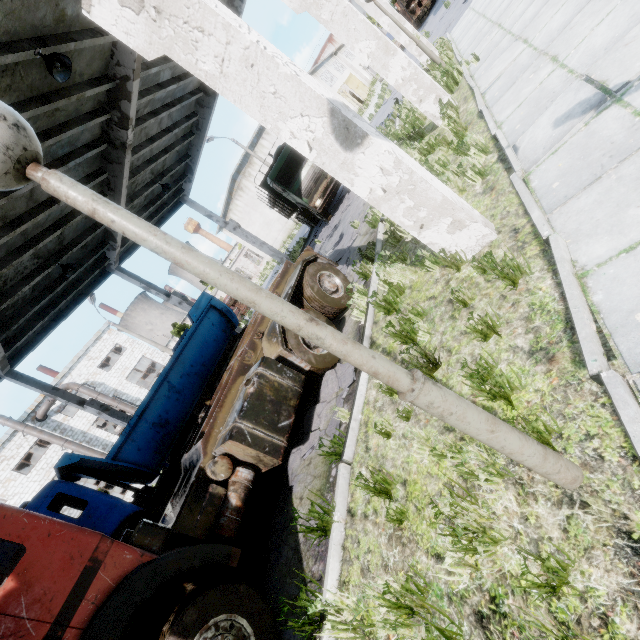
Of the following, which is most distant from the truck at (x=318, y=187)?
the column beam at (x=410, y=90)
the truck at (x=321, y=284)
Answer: the truck at (x=321, y=284)

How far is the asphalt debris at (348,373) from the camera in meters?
5.2 m

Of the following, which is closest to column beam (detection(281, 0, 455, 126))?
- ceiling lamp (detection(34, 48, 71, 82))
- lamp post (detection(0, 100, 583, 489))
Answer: ceiling lamp (detection(34, 48, 71, 82))

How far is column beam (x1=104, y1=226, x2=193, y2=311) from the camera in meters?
13.7

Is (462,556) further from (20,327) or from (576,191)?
(20,327)

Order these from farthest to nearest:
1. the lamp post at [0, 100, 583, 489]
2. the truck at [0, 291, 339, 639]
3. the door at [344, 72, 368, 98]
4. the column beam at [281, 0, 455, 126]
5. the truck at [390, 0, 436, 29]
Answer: the door at [344, 72, 368, 98], the truck at [390, 0, 436, 29], the column beam at [281, 0, 455, 126], the truck at [0, 291, 339, 639], the lamp post at [0, 100, 583, 489]

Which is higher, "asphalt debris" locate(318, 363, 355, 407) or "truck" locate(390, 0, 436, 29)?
"truck" locate(390, 0, 436, 29)

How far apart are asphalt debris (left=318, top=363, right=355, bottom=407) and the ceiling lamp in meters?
8.1 m
